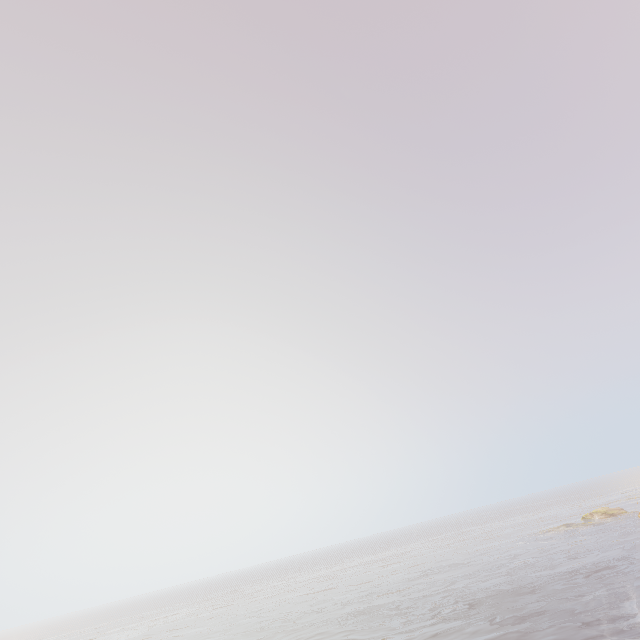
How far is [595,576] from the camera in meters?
20.6
